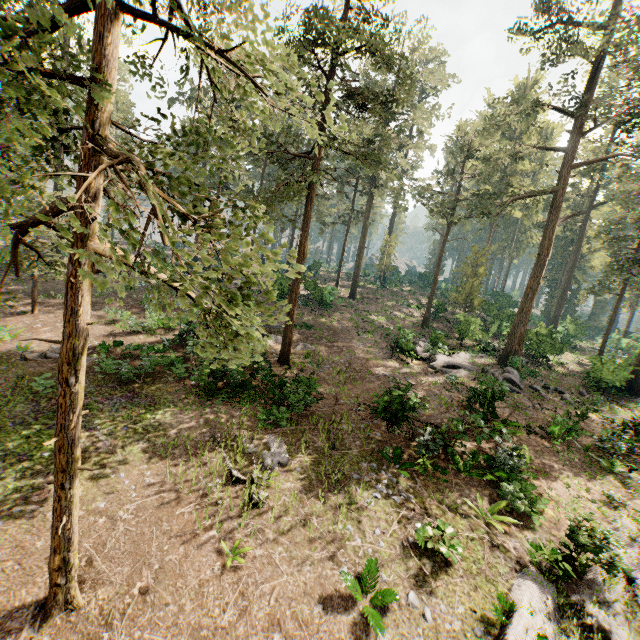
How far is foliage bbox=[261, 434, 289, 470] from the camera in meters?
11.5 m

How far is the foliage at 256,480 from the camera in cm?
989

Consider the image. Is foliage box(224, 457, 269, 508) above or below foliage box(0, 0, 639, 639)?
below

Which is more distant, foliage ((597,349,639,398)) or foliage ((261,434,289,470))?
foliage ((597,349,639,398))

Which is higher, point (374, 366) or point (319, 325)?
point (319, 325)

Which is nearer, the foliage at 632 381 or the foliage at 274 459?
the foliage at 274 459

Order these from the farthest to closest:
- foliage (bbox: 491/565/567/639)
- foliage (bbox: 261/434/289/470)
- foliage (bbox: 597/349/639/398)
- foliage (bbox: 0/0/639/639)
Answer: foliage (bbox: 597/349/639/398)
foliage (bbox: 261/434/289/470)
foliage (bbox: 491/565/567/639)
foliage (bbox: 0/0/639/639)
